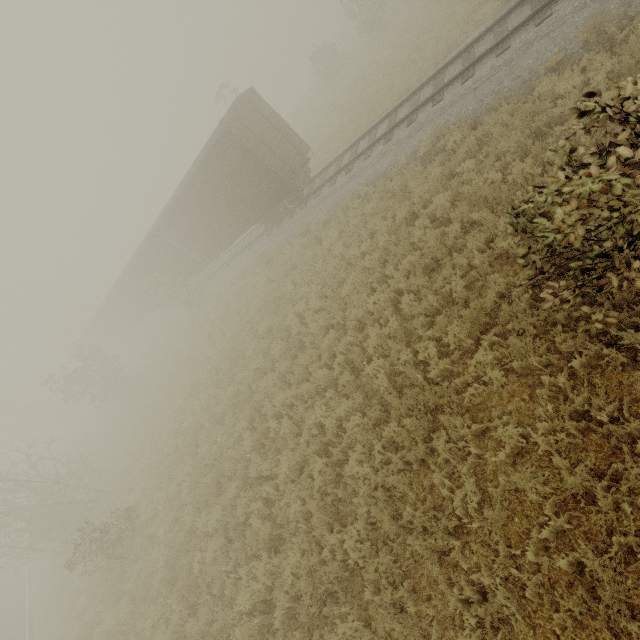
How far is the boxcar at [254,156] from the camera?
A: 13.89m

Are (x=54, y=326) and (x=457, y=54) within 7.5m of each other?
no

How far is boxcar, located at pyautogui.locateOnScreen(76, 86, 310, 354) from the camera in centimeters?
1389cm

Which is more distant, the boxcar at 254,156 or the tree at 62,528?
the boxcar at 254,156

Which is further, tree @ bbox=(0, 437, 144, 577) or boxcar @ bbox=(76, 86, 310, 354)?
boxcar @ bbox=(76, 86, 310, 354)
